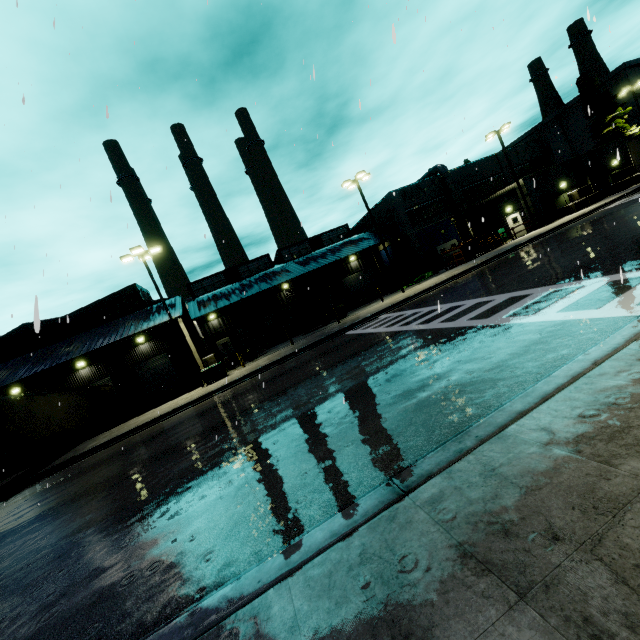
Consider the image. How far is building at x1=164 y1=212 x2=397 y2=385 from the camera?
30.9m

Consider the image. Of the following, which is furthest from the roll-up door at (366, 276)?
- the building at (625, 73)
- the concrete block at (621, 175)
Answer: the concrete block at (621, 175)

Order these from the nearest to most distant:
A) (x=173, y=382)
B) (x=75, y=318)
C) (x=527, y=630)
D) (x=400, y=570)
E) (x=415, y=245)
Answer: (x=527, y=630), (x=400, y=570), (x=75, y=318), (x=173, y=382), (x=415, y=245)

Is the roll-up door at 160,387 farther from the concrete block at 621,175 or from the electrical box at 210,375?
the concrete block at 621,175

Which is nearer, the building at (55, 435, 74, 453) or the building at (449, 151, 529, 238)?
the building at (55, 435, 74, 453)

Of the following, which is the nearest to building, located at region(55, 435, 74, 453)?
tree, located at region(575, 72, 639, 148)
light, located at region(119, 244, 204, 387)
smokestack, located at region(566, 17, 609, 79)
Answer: tree, located at region(575, 72, 639, 148)

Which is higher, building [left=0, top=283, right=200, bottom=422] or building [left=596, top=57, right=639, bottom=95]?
building [left=596, top=57, right=639, bottom=95]

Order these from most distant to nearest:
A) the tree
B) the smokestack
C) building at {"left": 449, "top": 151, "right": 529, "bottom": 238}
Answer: the smokestack, the tree, building at {"left": 449, "top": 151, "right": 529, "bottom": 238}
